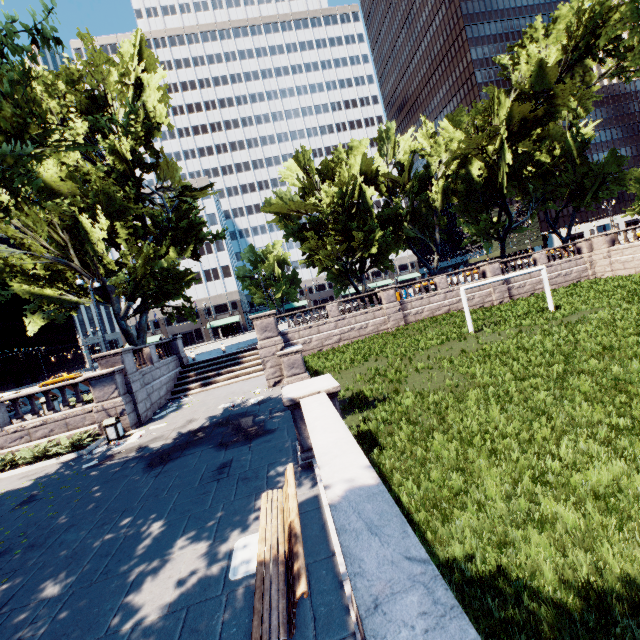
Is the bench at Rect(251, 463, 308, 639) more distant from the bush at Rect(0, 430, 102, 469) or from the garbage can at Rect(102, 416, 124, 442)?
the bush at Rect(0, 430, 102, 469)

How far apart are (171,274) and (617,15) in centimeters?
4282cm

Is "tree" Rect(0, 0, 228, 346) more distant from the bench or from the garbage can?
the bench

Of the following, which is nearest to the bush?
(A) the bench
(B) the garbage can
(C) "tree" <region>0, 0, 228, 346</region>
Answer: (B) the garbage can

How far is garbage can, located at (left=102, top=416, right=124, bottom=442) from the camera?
14.3 meters

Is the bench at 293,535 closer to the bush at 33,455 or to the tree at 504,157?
the tree at 504,157

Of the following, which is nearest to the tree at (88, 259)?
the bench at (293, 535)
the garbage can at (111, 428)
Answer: the garbage can at (111, 428)

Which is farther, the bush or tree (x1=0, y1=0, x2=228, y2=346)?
the bush
